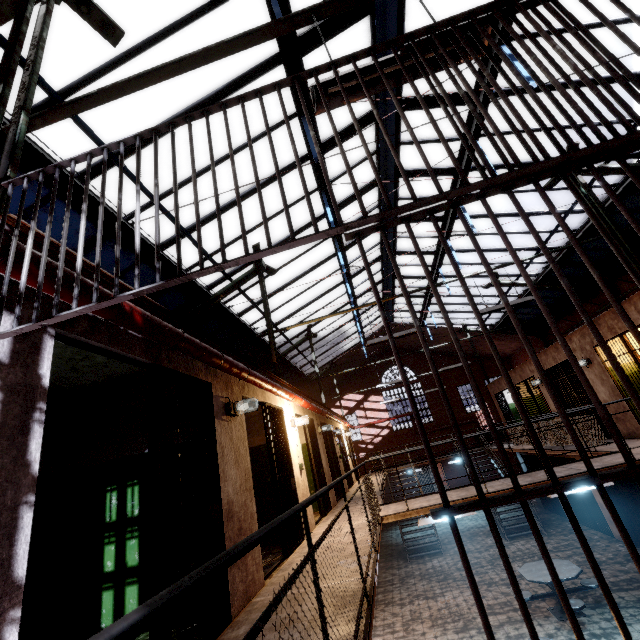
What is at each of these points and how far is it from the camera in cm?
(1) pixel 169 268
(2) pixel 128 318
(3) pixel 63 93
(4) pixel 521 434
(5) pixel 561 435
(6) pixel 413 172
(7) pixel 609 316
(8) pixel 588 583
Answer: (1) window, 733
(2) pipe, 250
(3) window, 431
(4) metal railing, 1145
(5) metal railing, 885
(6) window, 893
(7) building, 789
(8) table, 724

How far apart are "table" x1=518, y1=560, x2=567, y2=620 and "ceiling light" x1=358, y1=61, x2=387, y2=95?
9.7 meters

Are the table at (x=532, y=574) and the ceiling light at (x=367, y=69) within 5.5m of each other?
no

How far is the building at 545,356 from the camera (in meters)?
A: 10.22

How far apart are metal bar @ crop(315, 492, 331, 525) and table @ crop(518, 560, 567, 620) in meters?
4.6 m

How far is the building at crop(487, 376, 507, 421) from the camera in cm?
1539

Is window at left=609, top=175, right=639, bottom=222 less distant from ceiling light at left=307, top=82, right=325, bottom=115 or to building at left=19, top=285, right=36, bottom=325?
building at left=19, top=285, right=36, bottom=325
